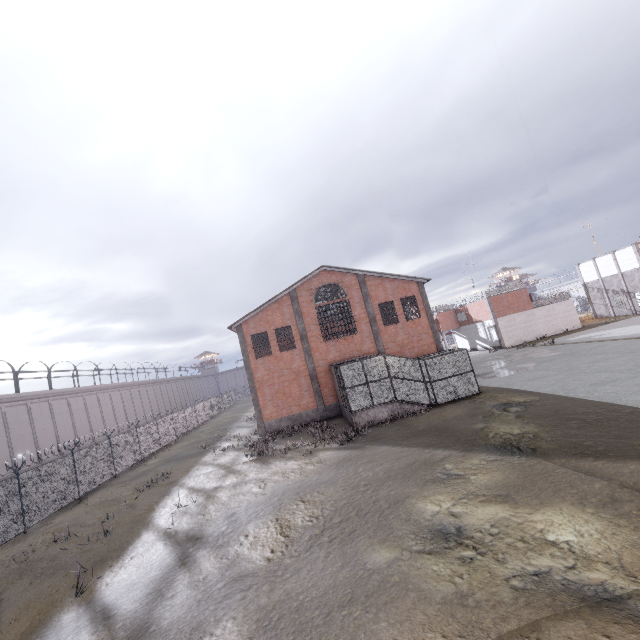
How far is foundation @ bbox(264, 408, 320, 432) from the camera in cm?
2532

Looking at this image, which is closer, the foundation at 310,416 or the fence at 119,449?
the fence at 119,449

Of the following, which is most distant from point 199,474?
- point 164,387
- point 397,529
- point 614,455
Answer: point 164,387

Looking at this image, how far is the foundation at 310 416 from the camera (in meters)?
25.32

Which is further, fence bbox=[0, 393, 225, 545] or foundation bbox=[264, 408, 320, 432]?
foundation bbox=[264, 408, 320, 432]
